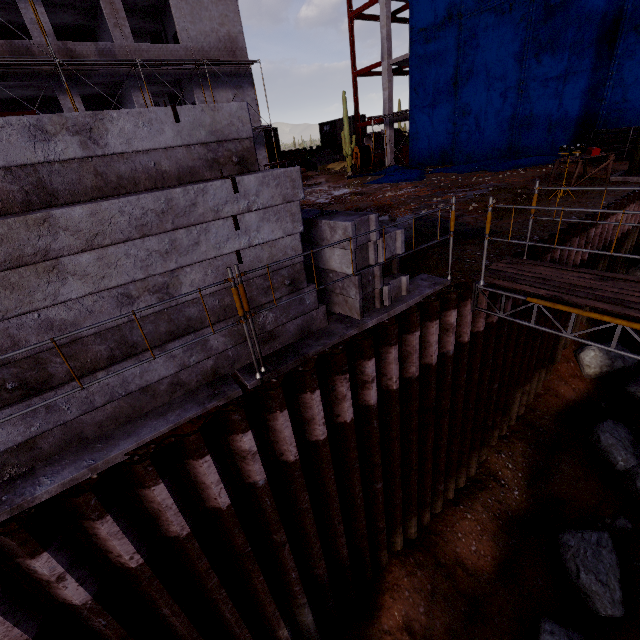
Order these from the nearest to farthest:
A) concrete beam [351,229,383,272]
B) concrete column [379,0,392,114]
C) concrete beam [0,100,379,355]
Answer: concrete beam [0,100,379,355] → concrete beam [351,229,383,272] → concrete column [379,0,392,114]

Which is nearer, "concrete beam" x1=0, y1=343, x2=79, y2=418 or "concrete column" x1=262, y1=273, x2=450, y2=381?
"concrete beam" x1=0, y1=343, x2=79, y2=418

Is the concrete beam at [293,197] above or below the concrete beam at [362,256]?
above

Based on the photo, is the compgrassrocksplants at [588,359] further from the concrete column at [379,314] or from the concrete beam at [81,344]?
the concrete beam at [81,344]

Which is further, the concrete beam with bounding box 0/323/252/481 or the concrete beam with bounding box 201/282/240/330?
the concrete beam with bounding box 201/282/240/330

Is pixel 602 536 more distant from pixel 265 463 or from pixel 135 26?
pixel 135 26

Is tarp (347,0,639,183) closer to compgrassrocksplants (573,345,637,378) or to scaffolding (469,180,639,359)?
compgrassrocksplants (573,345,637,378)

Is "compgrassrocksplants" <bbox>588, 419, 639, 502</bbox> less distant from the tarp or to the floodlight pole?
the floodlight pole
